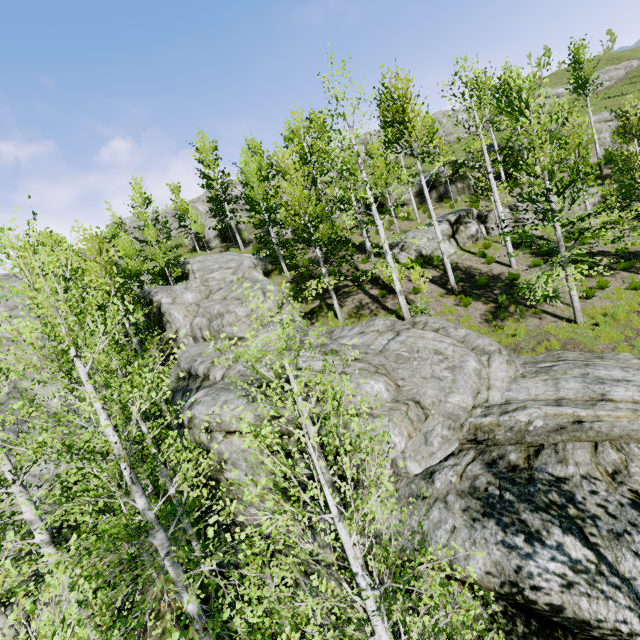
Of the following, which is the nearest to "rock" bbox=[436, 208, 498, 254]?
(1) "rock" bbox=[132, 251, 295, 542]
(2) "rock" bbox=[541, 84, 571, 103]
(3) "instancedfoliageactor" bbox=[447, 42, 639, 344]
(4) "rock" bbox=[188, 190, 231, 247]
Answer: (3) "instancedfoliageactor" bbox=[447, 42, 639, 344]

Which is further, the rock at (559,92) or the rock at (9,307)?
the rock at (559,92)

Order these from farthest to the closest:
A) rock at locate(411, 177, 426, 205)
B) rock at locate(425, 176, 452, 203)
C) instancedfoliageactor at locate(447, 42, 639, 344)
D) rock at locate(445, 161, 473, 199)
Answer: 1. rock at locate(411, 177, 426, 205)
2. rock at locate(425, 176, 452, 203)
3. rock at locate(445, 161, 473, 199)
4. instancedfoliageactor at locate(447, 42, 639, 344)

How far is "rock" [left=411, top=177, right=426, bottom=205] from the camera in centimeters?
2848cm

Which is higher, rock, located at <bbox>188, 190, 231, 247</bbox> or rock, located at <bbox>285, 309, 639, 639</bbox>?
rock, located at <bbox>188, 190, 231, 247</bbox>

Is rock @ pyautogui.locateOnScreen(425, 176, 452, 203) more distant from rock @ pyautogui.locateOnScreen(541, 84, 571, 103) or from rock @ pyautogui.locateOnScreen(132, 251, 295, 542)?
rock @ pyautogui.locateOnScreen(541, 84, 571, 103)

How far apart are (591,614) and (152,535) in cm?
768

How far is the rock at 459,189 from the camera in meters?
26.7
